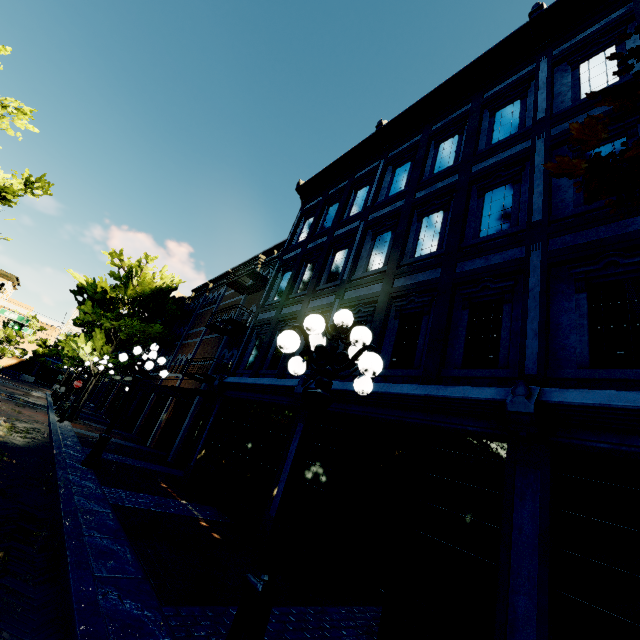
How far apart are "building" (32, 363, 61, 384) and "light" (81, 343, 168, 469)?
53.7m

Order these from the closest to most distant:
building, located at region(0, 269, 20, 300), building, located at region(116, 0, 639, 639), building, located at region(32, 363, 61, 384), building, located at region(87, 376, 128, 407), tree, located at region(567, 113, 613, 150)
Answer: tree, located at region(567, 113, 613, 150) → building, located at region(116, 0, 639, 639) → building, located at region(87, 376, 128, 407) → building, located at region(0, 269, 20, 300) → building, located at region(32, 363, 61, 384)

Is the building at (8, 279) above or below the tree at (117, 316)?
above

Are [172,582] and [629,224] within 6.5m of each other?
no

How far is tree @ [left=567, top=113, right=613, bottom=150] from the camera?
1.52m

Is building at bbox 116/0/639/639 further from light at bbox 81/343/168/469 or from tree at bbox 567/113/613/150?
light at bbox 81/343/168/469

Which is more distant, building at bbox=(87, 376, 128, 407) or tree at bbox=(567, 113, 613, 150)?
building at bbox=(87, 376, 128, 407)

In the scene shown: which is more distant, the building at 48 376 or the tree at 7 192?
the building at 48 376
